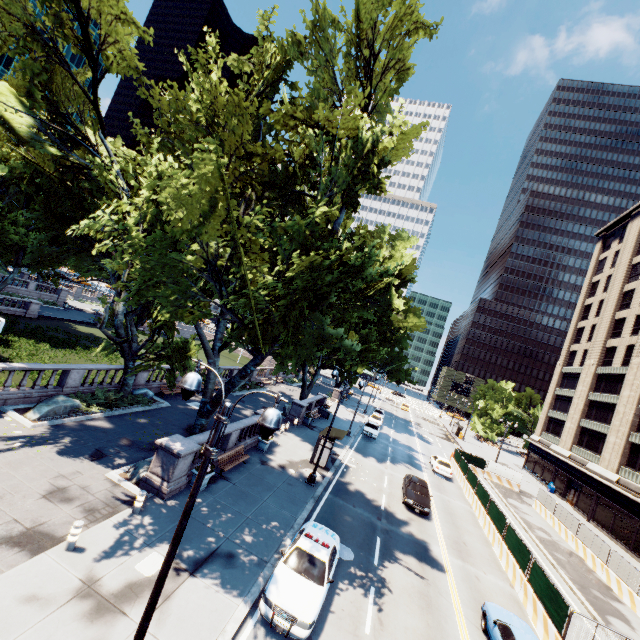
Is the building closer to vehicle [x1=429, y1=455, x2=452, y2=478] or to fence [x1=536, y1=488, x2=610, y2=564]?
fence [x1=536, y1=488, x2=610, y2=564]

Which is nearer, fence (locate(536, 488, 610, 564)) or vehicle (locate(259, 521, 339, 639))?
vehicle (locate(259, 521, 339, 639))

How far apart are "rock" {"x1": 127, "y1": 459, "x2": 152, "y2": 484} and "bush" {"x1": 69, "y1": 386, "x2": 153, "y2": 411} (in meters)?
6.40

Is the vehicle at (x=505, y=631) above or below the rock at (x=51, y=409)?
above

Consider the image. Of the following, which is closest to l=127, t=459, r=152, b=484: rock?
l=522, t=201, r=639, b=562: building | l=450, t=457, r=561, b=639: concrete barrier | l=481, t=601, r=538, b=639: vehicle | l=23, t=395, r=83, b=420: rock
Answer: l=23, t=395, r=83, b=420: rock

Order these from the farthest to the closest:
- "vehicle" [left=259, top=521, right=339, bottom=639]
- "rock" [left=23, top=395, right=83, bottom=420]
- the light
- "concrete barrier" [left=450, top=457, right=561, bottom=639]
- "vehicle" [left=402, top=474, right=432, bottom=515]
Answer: "vehicle" [left=402, top=474, right=432, bottom=515] < "rock" [left=23, top=395, right=83, bottom=420] < "concrete barrier" [left=450, top=457, right=561, bottom=639] < "vehicle" [left=259, top=521, right=339, bottom=639] < the light

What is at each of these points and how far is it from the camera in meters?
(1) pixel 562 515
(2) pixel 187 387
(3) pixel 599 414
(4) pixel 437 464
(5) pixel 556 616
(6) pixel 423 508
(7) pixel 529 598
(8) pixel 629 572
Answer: (1) fence, 29.0 m
(2) light, 6.4 m
(3) building, 41.8 m
(4) vehicle, 33.2 m
(5) fence, 13.8 m
(6) vehicle, 21.7 m
(7) concrete barrier, 15.9 m
(8) fence, 20.6 m

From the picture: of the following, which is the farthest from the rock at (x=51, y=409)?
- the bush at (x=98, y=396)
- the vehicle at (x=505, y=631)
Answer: the vehicle at (x=505, y=631)
